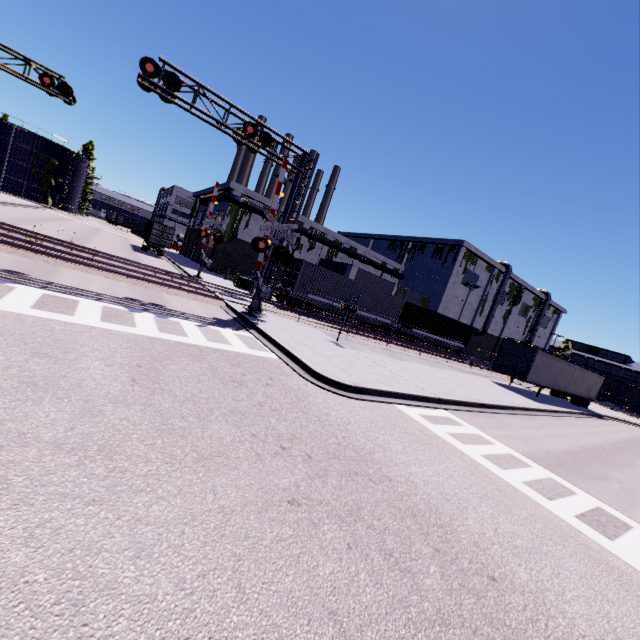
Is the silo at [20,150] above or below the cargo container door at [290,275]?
above

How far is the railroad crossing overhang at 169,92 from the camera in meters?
12.4

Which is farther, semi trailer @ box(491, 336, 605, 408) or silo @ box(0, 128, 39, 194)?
silo @ box(0, 128, 39, 194)

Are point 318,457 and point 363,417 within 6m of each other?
yes

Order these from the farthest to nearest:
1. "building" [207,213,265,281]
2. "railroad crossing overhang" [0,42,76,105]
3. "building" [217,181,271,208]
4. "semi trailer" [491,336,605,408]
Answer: "building" [207,213,265,281] < "building" [217,181,271,208] < "semi trailer" [491,336,605,408] < "railroad crossing overhang" [0,42,76,105]

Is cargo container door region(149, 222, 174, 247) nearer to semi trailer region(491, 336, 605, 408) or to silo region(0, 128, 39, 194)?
silo region(0, 128, 39, 194)

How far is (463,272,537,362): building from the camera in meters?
55.3

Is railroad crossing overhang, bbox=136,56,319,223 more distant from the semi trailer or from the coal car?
the coal car
